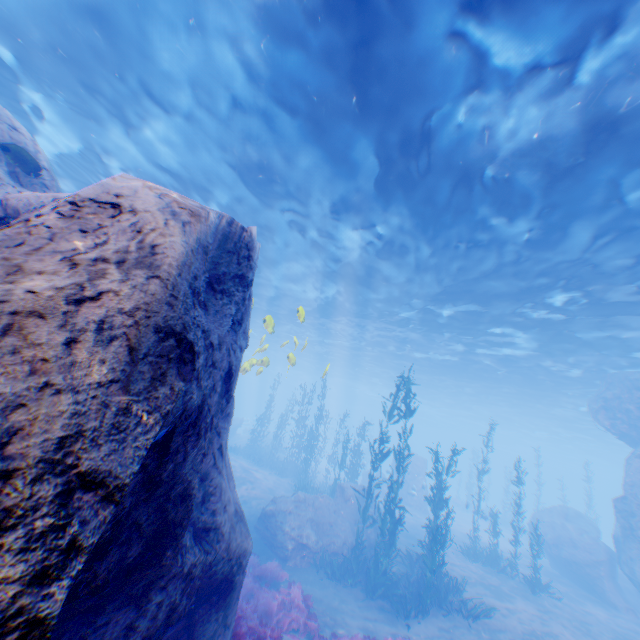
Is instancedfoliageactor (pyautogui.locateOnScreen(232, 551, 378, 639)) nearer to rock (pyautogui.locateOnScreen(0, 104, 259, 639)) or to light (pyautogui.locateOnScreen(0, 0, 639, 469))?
rock (pyautogui.locateOnScreen(0, 104, 259, 639))

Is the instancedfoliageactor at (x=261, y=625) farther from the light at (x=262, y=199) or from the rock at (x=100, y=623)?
the light at (x=262, y=199)

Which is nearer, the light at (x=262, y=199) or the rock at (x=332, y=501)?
the light at (x=262, y=199)

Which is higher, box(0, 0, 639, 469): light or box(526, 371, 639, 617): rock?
box(0, 0, 639, 469): light

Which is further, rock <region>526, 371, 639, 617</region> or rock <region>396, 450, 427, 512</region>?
rock <region>396, 450, 427, 512</region>

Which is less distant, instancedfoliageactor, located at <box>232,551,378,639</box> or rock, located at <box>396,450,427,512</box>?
instancedfoliageactor, located at <box>232,551,378,639</box>

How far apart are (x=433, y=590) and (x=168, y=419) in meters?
14.5
